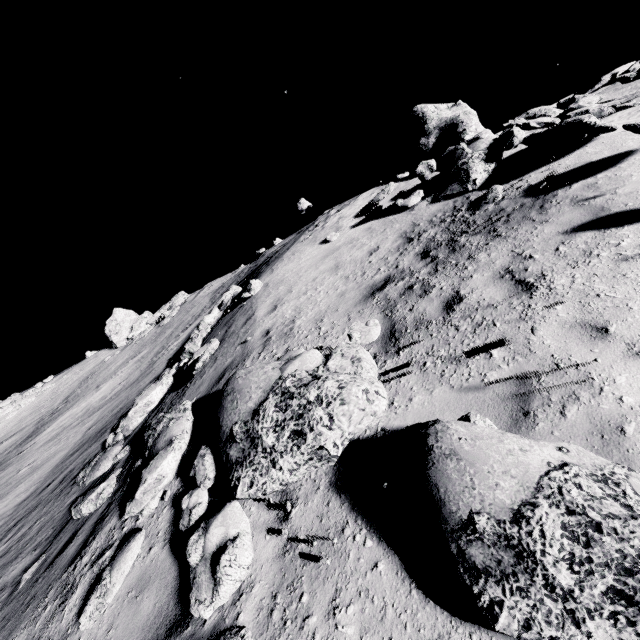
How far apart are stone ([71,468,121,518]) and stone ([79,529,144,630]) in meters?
1.7 m

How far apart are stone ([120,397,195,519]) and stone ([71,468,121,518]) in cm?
43

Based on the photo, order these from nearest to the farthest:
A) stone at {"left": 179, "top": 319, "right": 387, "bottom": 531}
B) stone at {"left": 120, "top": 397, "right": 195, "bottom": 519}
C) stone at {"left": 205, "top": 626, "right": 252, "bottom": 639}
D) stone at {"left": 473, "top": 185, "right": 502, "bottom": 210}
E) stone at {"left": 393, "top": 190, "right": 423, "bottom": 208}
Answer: stone at {"left": 205, "top": 626, "right": 252, "bottom": 639} → stone at {"left": 179, "top": 319, "right": 387, "bottom": 531} → stone at {"left": 120, "top": 397, "right": 195, "bottom": 519} → stone at {"left": 473, "top": 185, "right": 502, "bottom": 210} → stone at {"left": 393, "top": 190, "right": 423, "bottom": 208}

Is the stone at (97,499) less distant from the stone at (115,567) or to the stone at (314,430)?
the stone at (115,567)

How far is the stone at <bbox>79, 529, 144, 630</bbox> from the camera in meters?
4.0

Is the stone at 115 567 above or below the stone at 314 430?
below

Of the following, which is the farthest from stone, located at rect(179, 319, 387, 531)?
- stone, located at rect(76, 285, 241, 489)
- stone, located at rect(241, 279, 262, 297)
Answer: stone, located at rect(241, 279, 262, 297)

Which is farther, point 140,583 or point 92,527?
point 92,527
